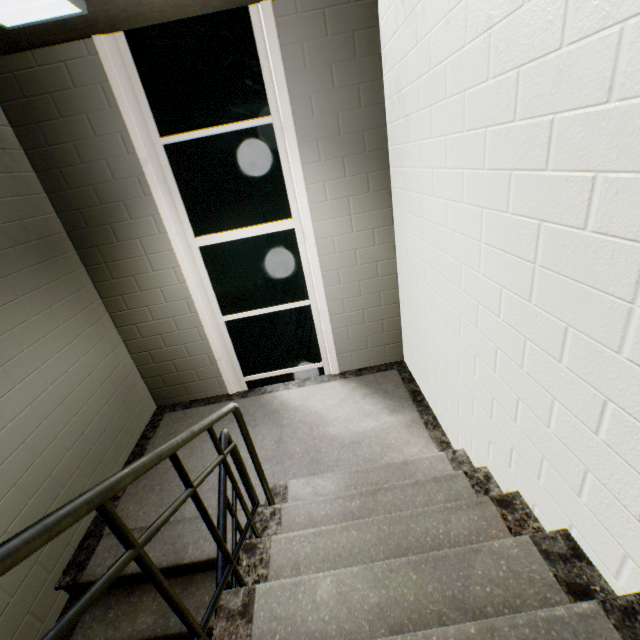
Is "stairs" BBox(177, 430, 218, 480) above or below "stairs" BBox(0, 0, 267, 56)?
below

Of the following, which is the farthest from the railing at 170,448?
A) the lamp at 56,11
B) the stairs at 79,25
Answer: the lamp at 56,11

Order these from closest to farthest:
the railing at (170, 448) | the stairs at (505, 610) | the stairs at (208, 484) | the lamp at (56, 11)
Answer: the railing at (170, 448) → the stairs at (505, 610) → the lamp at (56, 11) → the stairs at (208, 484)

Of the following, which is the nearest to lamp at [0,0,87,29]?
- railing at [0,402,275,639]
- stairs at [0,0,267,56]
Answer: stairs at [0,0,267,56]

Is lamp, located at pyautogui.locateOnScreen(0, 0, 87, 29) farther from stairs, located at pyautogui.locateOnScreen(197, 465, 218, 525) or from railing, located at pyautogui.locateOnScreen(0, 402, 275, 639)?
railing, located at pyautogui.locateOnScreen(0, 402, 275, 639)

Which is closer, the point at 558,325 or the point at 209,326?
the point at 558,325
